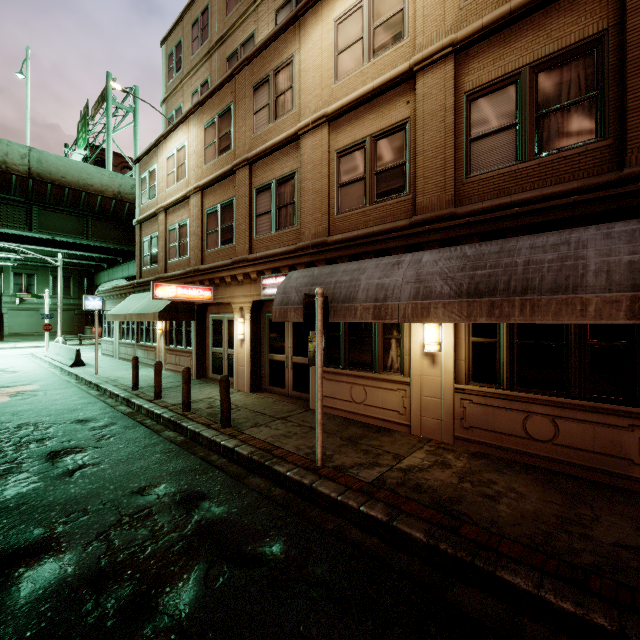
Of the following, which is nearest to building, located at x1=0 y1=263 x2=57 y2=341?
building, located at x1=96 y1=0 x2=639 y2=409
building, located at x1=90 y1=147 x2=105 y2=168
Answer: building, located at x1=90 y1=147 x2=105 y2=168

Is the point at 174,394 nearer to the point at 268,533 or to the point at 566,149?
the point at 268,533

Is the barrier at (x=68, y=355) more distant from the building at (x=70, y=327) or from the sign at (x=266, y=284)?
the building at (x=70, y=327)

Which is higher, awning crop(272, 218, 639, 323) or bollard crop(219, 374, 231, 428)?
awning crop(272, 218, 639, 323)

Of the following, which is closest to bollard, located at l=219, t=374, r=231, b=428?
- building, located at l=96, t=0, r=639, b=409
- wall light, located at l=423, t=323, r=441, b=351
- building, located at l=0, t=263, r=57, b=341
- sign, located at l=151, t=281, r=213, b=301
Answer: building, located at l=96, t=0, r=639, b=409

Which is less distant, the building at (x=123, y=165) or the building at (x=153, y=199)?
the building at (x=153, y=199)

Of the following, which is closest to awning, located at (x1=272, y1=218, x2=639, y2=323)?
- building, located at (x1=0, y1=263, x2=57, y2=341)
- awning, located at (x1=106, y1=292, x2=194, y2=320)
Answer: awning, located at (x1=106, y1=292, x2=194, y2=320)

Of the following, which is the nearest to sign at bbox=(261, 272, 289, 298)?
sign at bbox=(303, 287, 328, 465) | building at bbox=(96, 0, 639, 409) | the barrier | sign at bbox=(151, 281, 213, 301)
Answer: building at bbox=(96, 0, 639, 409)
